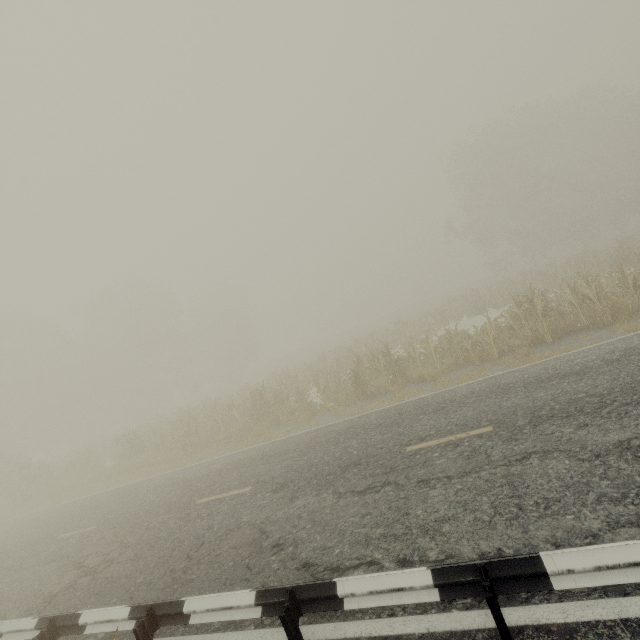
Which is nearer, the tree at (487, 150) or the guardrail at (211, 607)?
the guardrail at (211, 607)

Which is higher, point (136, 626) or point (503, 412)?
point (136, 626)

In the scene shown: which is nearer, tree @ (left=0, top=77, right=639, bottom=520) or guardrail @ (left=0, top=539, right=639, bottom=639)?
guardrail @ (left=0, top=539, right=639, bottom=639)
